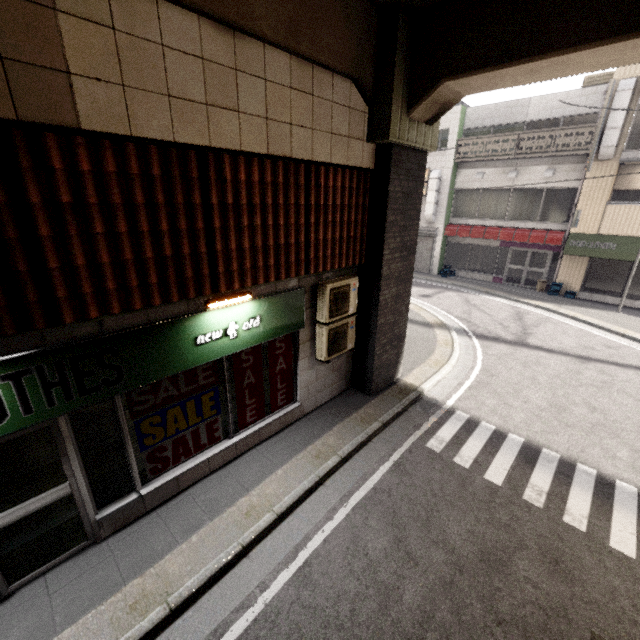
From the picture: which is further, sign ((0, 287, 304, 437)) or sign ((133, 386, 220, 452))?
sign ((133, 386, 220, 452))

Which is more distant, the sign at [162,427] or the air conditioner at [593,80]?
the air conditioner at [593,80]

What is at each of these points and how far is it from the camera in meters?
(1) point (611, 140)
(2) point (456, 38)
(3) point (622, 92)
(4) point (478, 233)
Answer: (1) ducting, 13.1
(2) concrete pillar, 4.7
(3) ducting, 12.6
(4) awning, 17.8

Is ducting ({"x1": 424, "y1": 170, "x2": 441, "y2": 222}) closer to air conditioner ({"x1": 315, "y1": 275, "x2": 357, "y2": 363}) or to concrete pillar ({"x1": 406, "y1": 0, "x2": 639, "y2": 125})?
concrete pillar ({"x1": 406, "y1": 0, "x2": 639, "y2": 125})

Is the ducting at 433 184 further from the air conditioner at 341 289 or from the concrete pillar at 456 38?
the air conditioner at 341 289

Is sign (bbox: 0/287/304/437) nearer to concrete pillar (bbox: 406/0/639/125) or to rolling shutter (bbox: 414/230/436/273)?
concrete pillar (bbox: 406/0/639/125)

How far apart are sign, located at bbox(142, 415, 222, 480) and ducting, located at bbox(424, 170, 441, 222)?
17.4 meters

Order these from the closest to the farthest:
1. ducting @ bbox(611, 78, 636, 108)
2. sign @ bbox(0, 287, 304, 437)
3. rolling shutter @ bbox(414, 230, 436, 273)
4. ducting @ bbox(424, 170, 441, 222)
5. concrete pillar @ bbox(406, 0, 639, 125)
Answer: sign @ bbox(0, 287, 304, 437) < concrete pillar @ bbox(406, 0, 639, 125) < ducting @ bbox(611, 78, 636, 108) < ducting @ bbox(424, 170, 441, 222) < rolling shutter @ bbox(414, 230, 436, 273)
